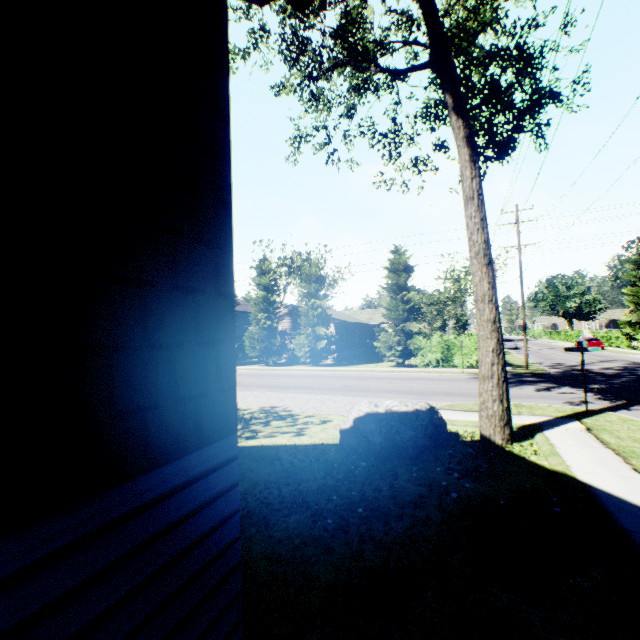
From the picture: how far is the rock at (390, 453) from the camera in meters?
7.9

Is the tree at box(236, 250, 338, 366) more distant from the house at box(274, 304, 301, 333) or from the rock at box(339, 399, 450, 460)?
the rock at box(339, 399, 450, 460)

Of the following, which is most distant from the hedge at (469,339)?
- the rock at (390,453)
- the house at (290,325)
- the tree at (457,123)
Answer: the tree at (457,123)

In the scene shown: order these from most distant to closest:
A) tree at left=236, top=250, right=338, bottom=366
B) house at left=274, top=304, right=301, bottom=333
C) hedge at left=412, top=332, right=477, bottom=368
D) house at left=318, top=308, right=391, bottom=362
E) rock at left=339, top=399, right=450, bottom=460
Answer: house at left=274, top=304, right=301, bottom=333 < house at left=318, top=308, right=391, bottom=362 < tree at left=236, top=250, right=338, bottom=366 < hedge at left=412, top=332, right=477, bottom=368 < rock at left=339, top=399, right=450, bottom=460

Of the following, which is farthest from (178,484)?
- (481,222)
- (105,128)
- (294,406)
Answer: (294,406)

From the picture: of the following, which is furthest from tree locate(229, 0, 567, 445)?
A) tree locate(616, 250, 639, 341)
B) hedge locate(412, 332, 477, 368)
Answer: hedge locate(412, 332, 477, 368)

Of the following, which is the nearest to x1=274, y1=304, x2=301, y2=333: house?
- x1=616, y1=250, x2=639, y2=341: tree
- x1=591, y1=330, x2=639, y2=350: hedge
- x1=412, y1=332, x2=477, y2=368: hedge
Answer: x1=412, y1=332, x2=477, y2=368: hedge

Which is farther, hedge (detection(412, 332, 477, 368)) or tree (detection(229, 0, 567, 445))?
hedge (detection(412, 332, 477, 368))
